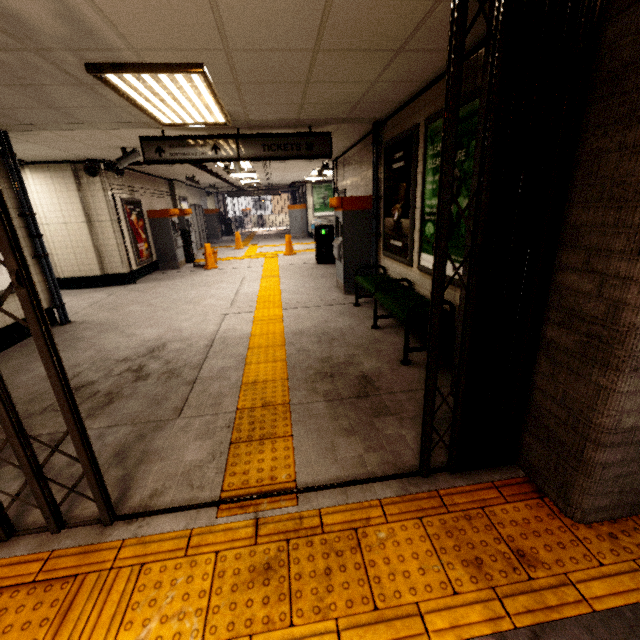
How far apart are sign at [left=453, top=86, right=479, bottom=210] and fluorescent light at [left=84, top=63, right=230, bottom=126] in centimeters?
238cm

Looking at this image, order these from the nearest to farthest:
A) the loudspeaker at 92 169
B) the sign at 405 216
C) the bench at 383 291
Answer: the bench at 383 291
the sign at 405 216
the loudspeaker at 92 169

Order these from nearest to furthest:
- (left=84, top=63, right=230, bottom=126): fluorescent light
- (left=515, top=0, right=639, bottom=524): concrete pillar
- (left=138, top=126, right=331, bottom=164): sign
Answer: (left=515, top=0, right=639, bottom=524): concrete pillar, (left=84, top=63, right=230, bottom=126): fluorescent light, (left=138, top=126, right=331, bottom=164): sign

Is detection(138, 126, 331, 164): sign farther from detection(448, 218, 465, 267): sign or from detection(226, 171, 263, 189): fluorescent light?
detection(226, 171, 263, 189): fluorescent light

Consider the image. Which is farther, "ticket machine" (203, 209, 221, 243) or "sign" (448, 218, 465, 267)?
"ticket machine" (203, 209, 221, 243)

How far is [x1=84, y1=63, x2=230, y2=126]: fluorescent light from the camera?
2.8 meters

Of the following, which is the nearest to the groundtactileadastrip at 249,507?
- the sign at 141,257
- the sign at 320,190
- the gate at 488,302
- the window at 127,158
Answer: the gate at 488,302

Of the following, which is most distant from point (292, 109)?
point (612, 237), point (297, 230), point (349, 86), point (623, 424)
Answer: point (297, 230)
